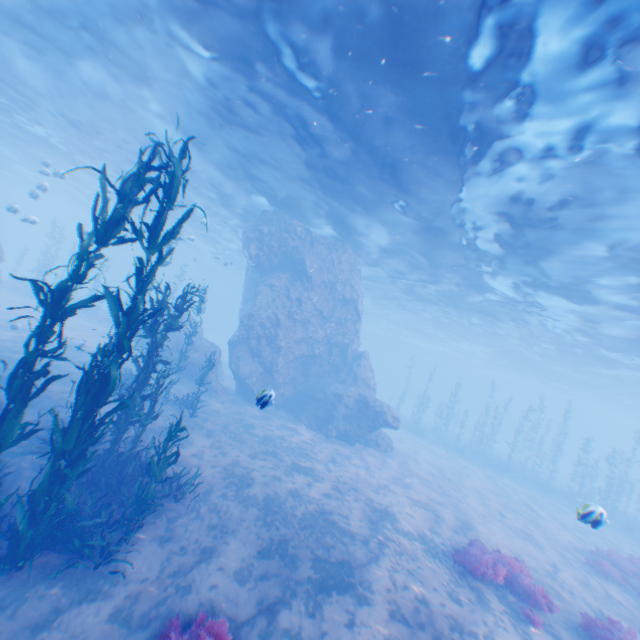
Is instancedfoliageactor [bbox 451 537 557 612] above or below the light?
below

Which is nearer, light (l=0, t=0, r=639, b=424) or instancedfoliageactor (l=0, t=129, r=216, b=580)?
instancedfoliageactor (l=0, t=129, r=216, b=580)

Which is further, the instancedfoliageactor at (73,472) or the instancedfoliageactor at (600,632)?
the instancedfoliageactor at (600,632)

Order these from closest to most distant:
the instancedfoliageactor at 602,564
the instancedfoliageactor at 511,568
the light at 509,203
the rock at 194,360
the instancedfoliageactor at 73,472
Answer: the instancedfoliageactor at 73,472 → the light at 509,203 → the instancedfoliageactor at 511,568 → the instancedfoliageactor at 602,564 → the rock at 194,360

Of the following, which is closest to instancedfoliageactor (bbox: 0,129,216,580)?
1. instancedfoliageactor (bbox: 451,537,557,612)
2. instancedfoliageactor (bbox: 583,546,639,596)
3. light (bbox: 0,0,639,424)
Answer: light (bbox: 0,0,639,424)

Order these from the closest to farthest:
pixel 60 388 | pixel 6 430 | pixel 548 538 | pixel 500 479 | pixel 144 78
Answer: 1. pixel 6 430
2. pixel 60 388
3. pixel 144 78
4. pixel 548 538
5. pixel 500 479

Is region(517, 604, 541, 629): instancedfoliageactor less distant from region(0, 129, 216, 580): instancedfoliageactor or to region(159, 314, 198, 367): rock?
region(159, 314, 198, 367): rock

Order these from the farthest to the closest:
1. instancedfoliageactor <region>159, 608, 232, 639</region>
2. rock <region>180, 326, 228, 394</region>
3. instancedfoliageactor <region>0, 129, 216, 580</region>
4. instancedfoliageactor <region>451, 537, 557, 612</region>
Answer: rock <region>180, 326, 228, 394</region> → instancedfoliageactor <region>451, 537, 557, 612</region> → instancedfoliageactor <region>0, 129, 216, 580</region> → instancedfoliageactor <region>159, 608, 232, 639</region>
